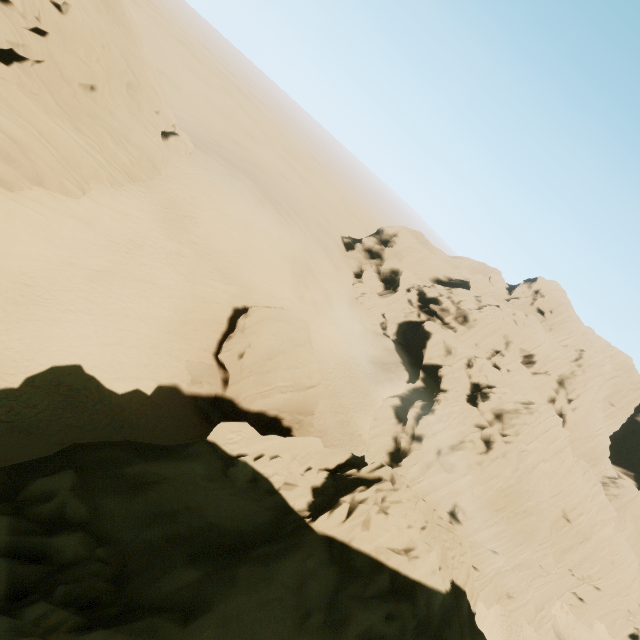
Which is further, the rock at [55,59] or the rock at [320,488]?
the rock at [55,59]

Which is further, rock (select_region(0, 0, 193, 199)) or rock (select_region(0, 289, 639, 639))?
rock (select_region(0, 0, 193, 199))

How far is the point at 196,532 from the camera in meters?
9.7
